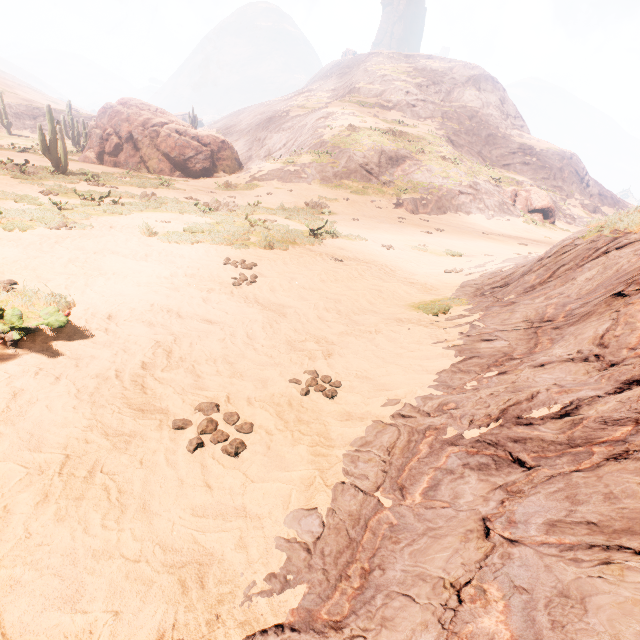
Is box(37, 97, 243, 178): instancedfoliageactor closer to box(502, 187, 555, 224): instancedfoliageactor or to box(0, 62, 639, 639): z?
box(0, 62, 639, 639): z

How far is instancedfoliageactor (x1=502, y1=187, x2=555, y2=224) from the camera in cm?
2994

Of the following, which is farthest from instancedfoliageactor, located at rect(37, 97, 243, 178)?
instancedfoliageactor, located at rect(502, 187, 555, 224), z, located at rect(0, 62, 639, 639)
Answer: instancedfoliageactor, located at rect(502, 187, 555, 224)

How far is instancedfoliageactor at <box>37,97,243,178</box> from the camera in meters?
15.4 m

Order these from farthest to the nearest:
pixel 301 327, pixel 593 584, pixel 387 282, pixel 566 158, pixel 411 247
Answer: pixel 566 158, pixel 411 247, pixel 387 282, pixel 301 327, pixel 593 584

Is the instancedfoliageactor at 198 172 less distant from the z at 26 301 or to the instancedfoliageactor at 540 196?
the z at 26 301
